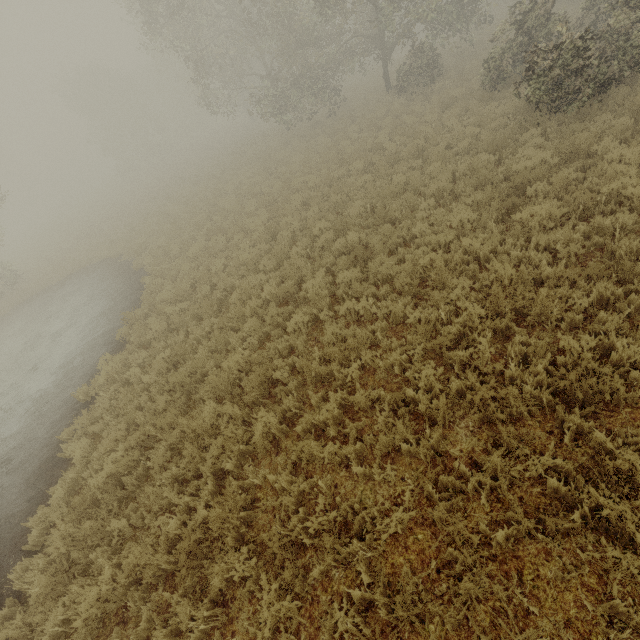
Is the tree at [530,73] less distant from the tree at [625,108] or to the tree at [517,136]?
the tree at [517,136]

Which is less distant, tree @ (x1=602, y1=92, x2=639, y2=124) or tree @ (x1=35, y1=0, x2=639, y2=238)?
tree @ (x1=602, y1=92, x2=639, y2=124)

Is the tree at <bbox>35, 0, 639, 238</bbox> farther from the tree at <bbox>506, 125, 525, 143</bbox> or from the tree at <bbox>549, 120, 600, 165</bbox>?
the tree at <bbox>549, 120, 600, 165</bbox>

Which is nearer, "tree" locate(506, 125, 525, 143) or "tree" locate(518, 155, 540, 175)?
"tree" locate(518, 155, 540, 175)

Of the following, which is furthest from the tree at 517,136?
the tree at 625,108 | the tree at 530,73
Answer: the tree at 625,108

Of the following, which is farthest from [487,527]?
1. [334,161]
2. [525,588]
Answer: [334,161]
